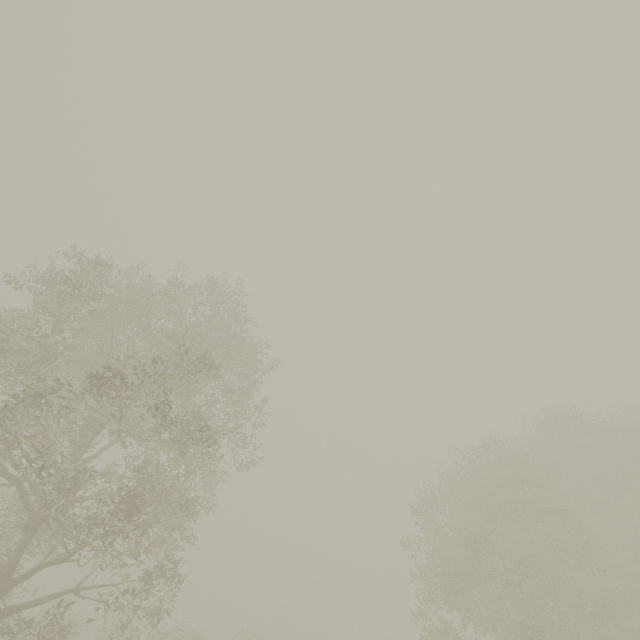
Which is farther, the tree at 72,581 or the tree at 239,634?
the tree at 239,634

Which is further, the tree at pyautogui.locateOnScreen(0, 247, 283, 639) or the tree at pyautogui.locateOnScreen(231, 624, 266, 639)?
the tree at pyautogui.locateOnScreen(231, 624, 266, 639)

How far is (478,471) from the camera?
18.8m
